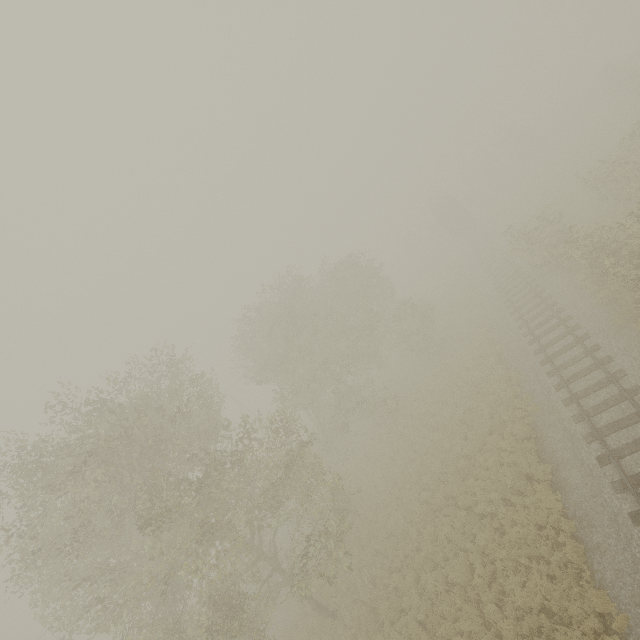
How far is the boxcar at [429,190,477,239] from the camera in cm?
4056

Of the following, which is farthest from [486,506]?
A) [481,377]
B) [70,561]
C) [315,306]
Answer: [315,306]

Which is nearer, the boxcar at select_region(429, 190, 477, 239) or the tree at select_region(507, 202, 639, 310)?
the tree at select_region(507, 202, 639, 310)

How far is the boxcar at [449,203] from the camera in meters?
40.6

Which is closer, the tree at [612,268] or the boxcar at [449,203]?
the tree at [612,268]
